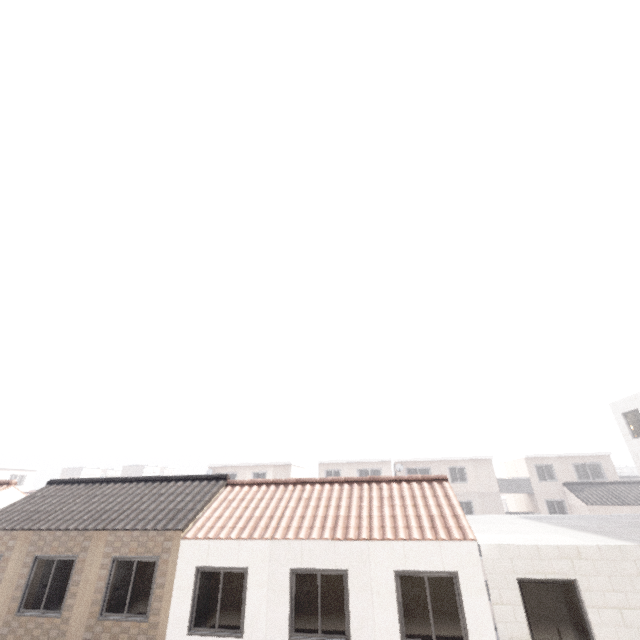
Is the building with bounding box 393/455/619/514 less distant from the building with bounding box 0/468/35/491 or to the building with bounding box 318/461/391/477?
the building with bounding box 318/461/391/477

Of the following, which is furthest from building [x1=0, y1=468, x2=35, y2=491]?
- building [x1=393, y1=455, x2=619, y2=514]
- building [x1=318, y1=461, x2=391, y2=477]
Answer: building [x1=393, y1=455, x2=619, y2=514]

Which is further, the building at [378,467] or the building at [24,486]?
the building at [24,486]

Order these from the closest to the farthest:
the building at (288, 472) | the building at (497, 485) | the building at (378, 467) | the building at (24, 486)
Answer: the building at (497, 485) → the building at (378, 467) → the building at (288, 472) → the building at (24, 486)

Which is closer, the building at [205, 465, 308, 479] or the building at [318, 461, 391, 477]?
the building at [318, 461, 391, 477]

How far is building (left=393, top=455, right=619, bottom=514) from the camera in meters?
29.8 m

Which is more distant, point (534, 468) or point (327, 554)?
point (534, 468)
